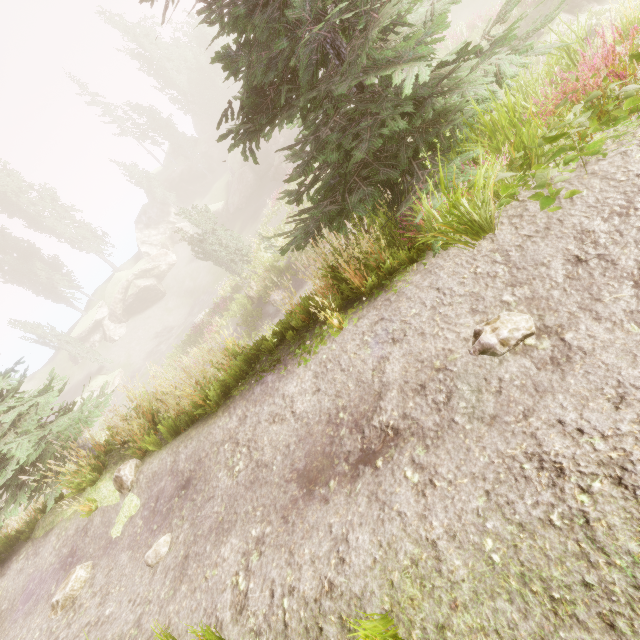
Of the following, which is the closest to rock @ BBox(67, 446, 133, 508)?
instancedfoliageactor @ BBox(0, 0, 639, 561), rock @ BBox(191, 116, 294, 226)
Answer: instancedfoliageactor @ BBox(0, 0, 639, 561)

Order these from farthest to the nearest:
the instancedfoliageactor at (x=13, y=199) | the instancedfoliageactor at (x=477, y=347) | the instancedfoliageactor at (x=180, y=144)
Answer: the instancedfoliageactor at (x=180, y=144) < the instancedfoliageactor at (x=13, y=199) < the instancedfoliageactor at (x=477, y=347)

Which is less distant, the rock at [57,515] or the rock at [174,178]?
the rock at [57,515]

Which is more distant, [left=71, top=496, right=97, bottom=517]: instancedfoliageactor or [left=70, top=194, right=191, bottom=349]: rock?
[left=70, top=194, right=191, bottom=349]: rock

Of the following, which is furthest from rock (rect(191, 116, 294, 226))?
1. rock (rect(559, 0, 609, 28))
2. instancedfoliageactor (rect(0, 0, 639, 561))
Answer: rock (rect(559, 0, 609, 28))

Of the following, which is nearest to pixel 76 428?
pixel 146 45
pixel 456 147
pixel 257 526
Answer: pixel 257 526

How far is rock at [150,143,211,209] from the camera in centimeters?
4900cm

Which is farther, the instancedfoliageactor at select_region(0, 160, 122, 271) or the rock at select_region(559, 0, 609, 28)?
the instancedfoliageactor at select_region(0, 160, 122, 271)
